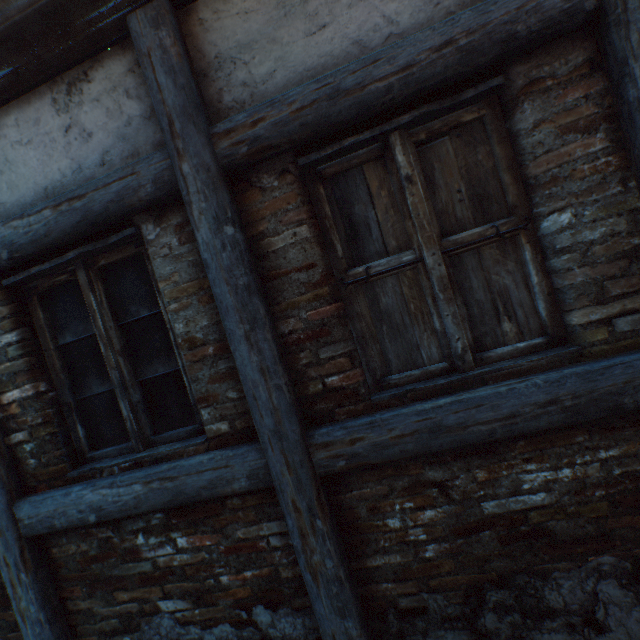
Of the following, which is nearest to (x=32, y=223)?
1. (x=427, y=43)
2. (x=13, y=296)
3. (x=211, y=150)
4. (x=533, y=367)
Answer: (x=13, y=296)

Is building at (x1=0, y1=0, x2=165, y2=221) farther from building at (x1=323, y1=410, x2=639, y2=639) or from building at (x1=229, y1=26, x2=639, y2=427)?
building at (x1=323, y1=410, x2=639, y2=639)

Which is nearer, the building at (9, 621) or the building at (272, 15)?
the building at (272, 15)

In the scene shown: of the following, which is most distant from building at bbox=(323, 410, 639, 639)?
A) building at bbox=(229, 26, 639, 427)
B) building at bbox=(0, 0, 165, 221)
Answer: building at bbox=(0, 0, 165, 221)

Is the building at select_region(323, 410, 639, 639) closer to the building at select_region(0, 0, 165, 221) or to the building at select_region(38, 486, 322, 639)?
the building at select_region(38, 486, 322, 639)

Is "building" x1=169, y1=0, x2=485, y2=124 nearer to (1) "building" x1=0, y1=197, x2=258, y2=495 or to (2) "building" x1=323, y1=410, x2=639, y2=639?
(1) "building" x1=0, y1=197, x2=258, y2=495

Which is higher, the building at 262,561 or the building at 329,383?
the building at 329,383
